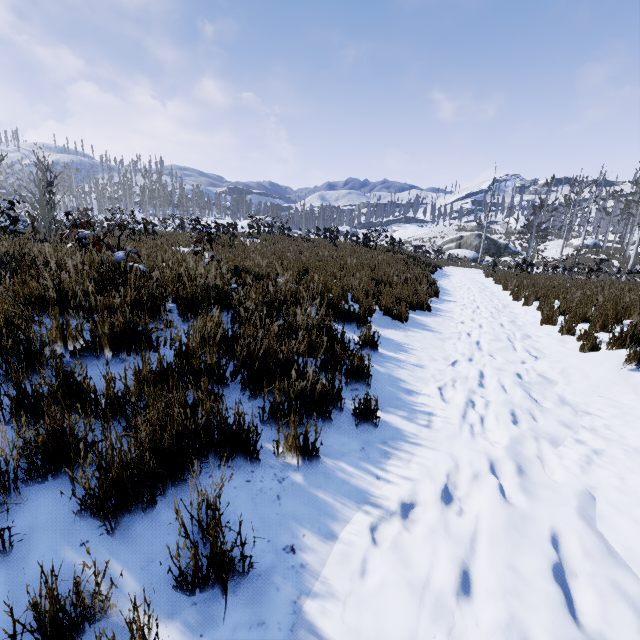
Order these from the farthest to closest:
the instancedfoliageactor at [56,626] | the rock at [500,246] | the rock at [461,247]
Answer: the rock at [500,246] < the rock at [461,247] < the instancedfoliageactor at [56,626]

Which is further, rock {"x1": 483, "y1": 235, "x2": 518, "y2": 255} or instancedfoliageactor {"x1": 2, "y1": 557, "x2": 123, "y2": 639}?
rock {"x1": 483, "y1": 235, "x2": 518, "y2": 255}

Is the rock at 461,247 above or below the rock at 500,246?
below

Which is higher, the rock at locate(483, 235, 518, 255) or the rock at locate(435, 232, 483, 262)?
the rock at locate(483, 235, 518, 255)

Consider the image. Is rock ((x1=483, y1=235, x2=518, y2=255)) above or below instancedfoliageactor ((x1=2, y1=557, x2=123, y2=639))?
above

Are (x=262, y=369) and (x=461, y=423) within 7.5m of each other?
yes

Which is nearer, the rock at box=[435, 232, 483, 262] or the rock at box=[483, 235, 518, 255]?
the rock at box=[435, 232, 483, 262]
